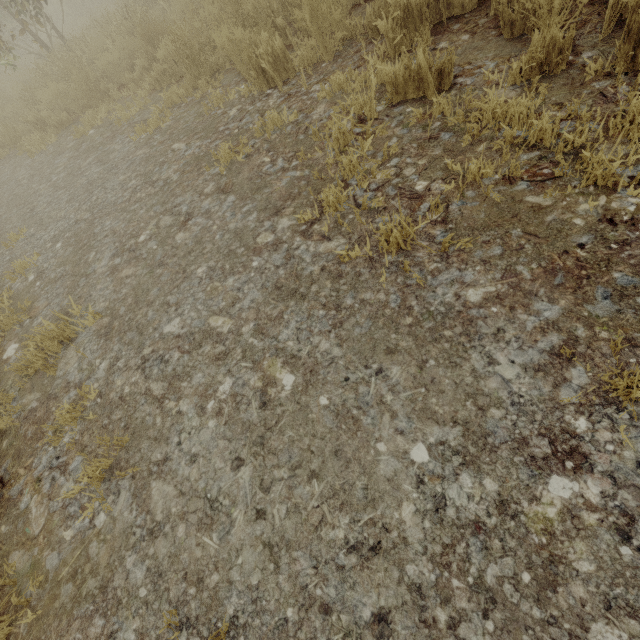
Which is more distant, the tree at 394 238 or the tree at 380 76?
the tree at 380 76

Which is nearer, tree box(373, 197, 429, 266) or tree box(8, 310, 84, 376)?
tree box(373, 197, 429, 266)

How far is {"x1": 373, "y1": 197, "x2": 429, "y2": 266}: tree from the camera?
1.77m

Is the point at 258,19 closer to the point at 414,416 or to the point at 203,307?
the point at 203,307
